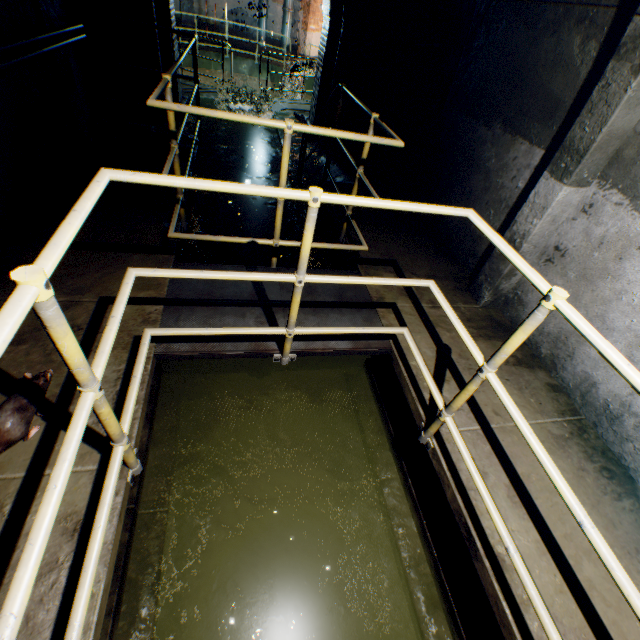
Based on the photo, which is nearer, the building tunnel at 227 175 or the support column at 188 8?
the building tunnel at 227 175

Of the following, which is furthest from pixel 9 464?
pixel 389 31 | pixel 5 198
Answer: pixel 389 31

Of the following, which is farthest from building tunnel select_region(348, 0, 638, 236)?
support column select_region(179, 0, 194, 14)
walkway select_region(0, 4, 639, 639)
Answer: support column select_region(179, 0, 194, 14)

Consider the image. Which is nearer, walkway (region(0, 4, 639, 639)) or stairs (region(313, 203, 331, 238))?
walkway (region(0, 4, 639, 639))

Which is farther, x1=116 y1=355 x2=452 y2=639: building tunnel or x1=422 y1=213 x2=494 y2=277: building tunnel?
x1=422 y1=213 x2=494 y2=277: building tunnel

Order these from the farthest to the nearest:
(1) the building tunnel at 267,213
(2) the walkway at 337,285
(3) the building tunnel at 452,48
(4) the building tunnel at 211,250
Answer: (1) the building tunnel at 267,213
(4) the building tunnel at 211,250
(3) the building tunnel at 452,48
(2) the walkway at 337,285

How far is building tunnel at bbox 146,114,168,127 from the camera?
7.2m
